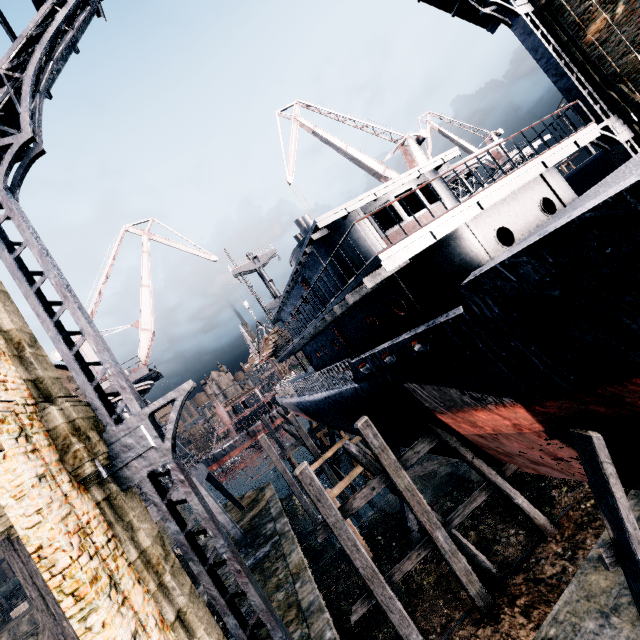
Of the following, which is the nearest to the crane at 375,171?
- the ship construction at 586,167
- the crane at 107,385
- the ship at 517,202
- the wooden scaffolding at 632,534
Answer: the ship construction at 586,167

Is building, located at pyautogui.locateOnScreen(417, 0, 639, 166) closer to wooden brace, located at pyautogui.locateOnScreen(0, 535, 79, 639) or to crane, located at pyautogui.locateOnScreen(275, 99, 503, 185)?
wooden brace, located at pyautogui.locateOnScreen(0, 535, 79, 639)

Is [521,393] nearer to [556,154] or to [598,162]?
[556,154]

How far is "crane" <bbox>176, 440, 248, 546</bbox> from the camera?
22.9m

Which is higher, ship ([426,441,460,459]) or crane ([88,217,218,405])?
crane ([88,217,218,405])

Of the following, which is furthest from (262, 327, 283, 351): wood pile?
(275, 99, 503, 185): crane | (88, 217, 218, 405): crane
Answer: (275, 99, 503, 185): crane

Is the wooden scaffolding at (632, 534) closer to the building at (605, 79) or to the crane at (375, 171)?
the building at (605, 79)

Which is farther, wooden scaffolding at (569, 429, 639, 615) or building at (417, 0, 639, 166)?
building at (417, 0, 639, 166)
